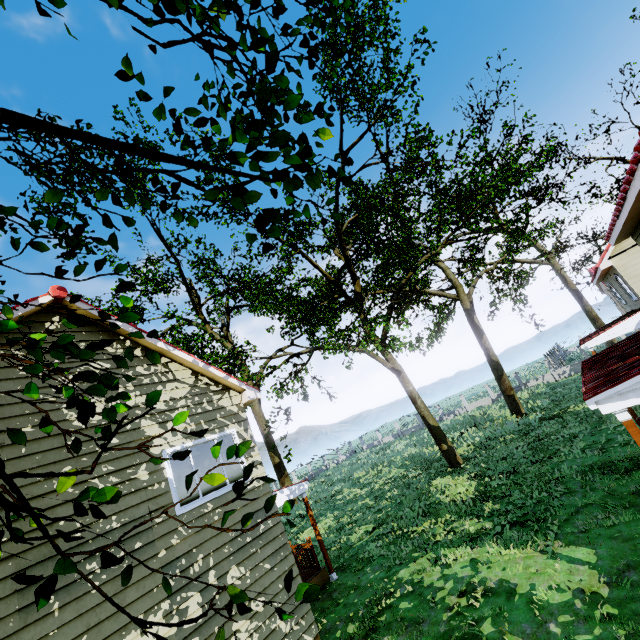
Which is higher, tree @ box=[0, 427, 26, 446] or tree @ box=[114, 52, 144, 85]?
tree @ box=[114, 52, 144, 85]

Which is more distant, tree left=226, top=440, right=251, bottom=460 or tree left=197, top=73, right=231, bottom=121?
tree left=197, top=73, right=231, bottom=121

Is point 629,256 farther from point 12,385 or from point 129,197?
point 12,385

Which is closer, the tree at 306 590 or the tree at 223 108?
the tree at 306 590

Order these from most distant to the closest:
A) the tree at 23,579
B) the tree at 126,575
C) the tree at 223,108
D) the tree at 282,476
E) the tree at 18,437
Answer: the tree at 282,476 < the tree at 223,108 < the tree at 18,437 < the tree at 126,575 < the tree at 23,579

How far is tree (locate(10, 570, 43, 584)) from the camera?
0.8m
